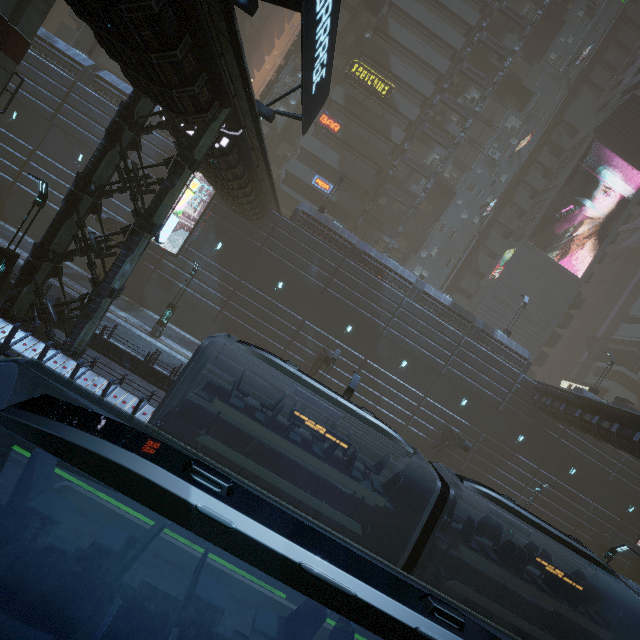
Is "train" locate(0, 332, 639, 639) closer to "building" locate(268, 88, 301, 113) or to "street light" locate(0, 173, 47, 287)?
"building" locate(268, 88, 301, 113)

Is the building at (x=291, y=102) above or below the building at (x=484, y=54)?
below

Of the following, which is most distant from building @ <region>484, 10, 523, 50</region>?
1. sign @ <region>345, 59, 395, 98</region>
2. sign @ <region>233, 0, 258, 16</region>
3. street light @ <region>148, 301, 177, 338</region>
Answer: street light @ <region>148, 301, 177, 338</region>

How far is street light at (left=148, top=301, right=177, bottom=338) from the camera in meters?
20.5

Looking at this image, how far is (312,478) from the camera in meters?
11.3

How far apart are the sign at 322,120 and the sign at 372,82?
4.28m

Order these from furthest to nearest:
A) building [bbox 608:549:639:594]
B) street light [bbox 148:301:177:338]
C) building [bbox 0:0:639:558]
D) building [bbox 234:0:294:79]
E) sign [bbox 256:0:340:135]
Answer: building [bbox 234:0:294:79] → building [bbox 608:549:639:594] → street light [bbox 148:301:177:338] → building [bbox 0:0:639:558] → sign [bbox 256:0:340:135]

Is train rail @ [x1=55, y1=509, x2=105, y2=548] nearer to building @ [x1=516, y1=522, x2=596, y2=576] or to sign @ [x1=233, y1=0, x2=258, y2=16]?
building @ [x1=516, y1=522, x2=596, y2=576]
